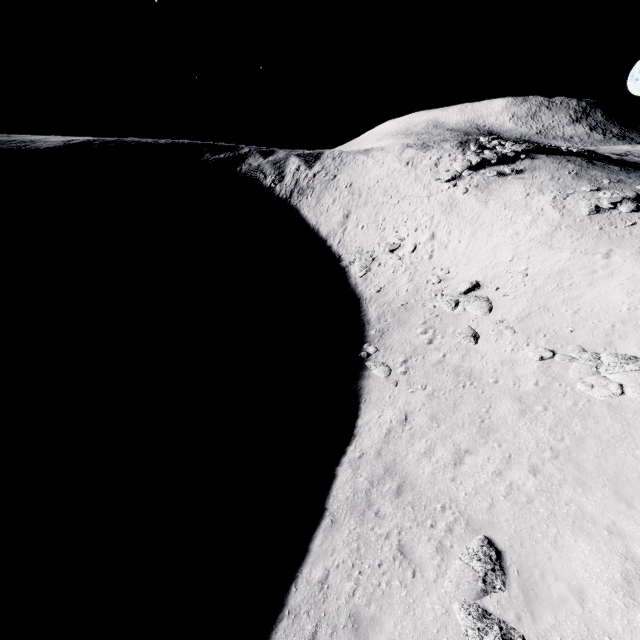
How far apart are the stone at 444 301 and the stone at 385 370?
5.1m

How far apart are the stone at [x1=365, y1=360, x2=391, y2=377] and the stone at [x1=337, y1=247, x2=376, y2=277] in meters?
11.0

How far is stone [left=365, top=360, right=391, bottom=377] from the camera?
17.8m

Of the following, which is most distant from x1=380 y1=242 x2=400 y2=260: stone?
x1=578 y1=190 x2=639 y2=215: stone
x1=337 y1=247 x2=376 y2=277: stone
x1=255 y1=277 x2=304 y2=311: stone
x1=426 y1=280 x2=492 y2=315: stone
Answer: x1=578 y1=190 x2=639 y2=215: stone

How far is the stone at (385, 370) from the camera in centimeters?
1776cm

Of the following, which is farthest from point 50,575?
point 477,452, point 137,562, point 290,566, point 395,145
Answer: point 395,145

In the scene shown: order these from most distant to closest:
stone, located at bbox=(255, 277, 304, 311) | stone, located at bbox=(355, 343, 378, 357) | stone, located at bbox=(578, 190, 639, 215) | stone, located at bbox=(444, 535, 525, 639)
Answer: stone, located at bbox=(255, 277, 304, 311) → stone, located at bbox=(578, 190, 639, 215) → stone, located at bbox=(355, 343, 378, 357) → stone, located at bbox=(444, 535, 525, 639)

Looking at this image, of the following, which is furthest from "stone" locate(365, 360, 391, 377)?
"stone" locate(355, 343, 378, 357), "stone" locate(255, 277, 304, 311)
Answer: "stone" locate(255, 277, 304, 311)
